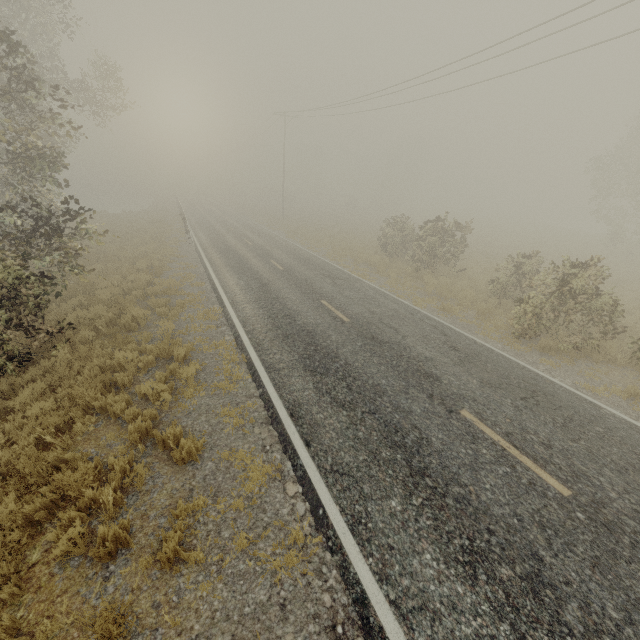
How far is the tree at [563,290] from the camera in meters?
9.8

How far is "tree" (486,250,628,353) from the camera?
9.76m

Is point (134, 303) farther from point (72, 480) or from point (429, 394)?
point (429, 394)
